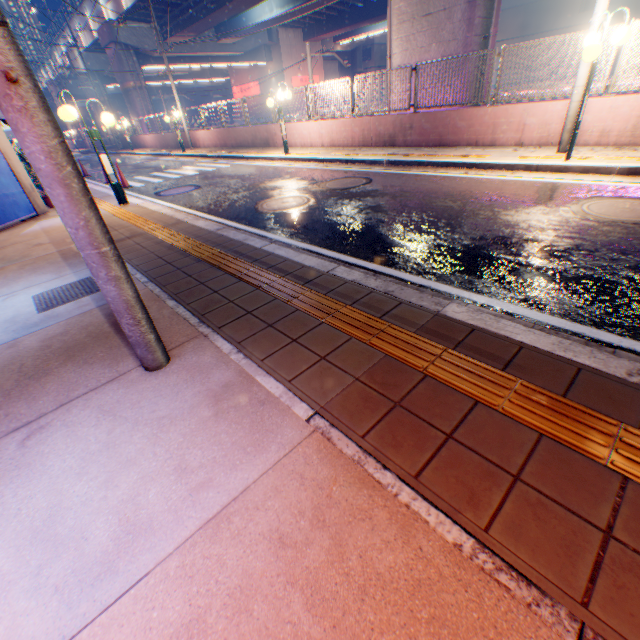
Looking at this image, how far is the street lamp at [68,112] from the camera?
6.74m

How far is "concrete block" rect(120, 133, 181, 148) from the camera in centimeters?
2397cm

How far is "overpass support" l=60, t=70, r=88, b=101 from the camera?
48.6 meters

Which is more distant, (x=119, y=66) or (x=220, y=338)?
(x=119, y=66)

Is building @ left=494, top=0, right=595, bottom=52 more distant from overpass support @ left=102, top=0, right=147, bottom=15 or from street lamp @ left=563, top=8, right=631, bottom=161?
street lamp @ left=563, top=8, right=631, bottom=161

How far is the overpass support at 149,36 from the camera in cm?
2783

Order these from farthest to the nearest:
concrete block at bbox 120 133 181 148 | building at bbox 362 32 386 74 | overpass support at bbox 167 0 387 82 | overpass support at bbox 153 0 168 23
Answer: building at bbox 362 32 386 74
overpass support at bbox 167 0 387 82
overpass support at bbox 153 0 168 23
concrete block at bbox 120 133 181 148
